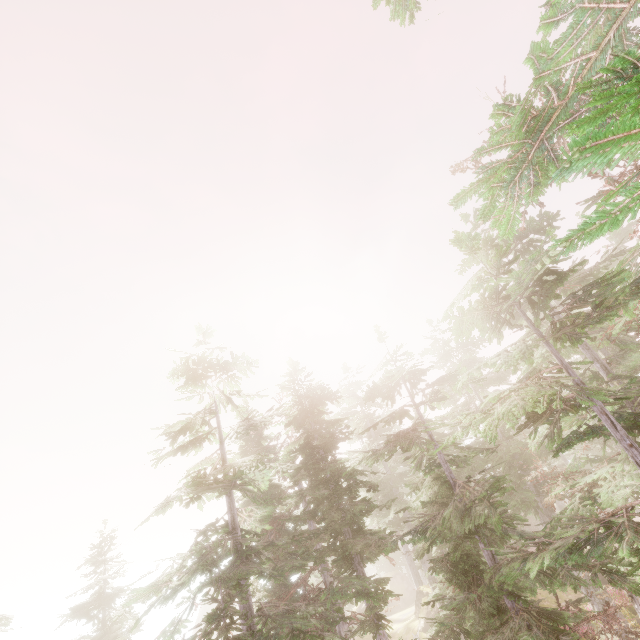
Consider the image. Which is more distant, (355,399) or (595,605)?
(355,399)
